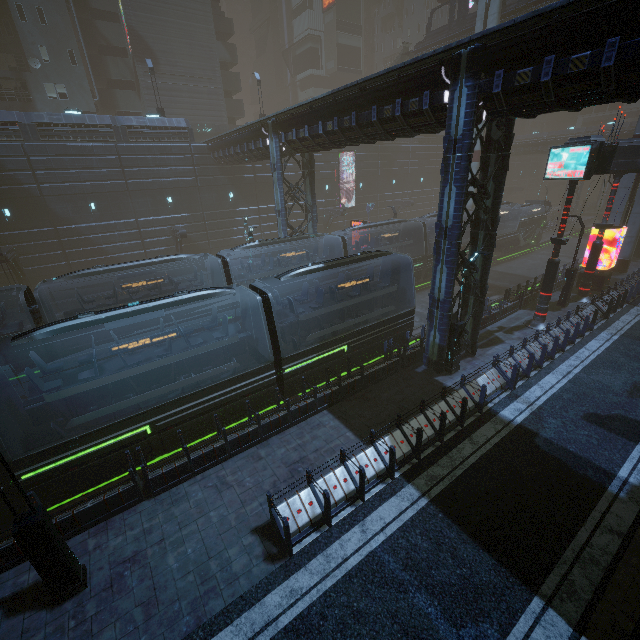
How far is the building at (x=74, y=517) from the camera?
8.5 meters

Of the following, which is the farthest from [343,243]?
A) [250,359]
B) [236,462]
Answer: [236,462]

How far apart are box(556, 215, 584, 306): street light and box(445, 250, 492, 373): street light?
11.3m

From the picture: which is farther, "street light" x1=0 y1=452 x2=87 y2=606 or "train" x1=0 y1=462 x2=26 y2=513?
"train" x1=0 y1=462 x2=26 y2=513

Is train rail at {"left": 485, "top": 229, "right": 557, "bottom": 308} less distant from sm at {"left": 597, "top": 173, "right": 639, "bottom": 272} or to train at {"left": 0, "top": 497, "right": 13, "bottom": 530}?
train at {"left": 0, "top": 497, "right": 13, "bottom": 530}

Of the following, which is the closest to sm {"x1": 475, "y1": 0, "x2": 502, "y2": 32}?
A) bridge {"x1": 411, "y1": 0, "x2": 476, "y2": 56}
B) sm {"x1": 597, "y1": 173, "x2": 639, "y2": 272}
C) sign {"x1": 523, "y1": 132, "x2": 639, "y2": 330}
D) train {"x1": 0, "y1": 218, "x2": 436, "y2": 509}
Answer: bridge {"x1": 411, "y1": 0, "x2": 476, "y2": 56}

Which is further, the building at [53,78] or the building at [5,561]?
the building at [53,78]

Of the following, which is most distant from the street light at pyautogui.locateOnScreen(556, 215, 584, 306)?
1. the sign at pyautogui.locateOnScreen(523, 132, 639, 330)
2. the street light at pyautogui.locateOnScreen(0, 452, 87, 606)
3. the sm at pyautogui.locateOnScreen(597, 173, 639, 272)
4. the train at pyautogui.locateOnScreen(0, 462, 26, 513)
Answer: the train at pyautogui.locateOnScreen(0, 462, 26, 513)
